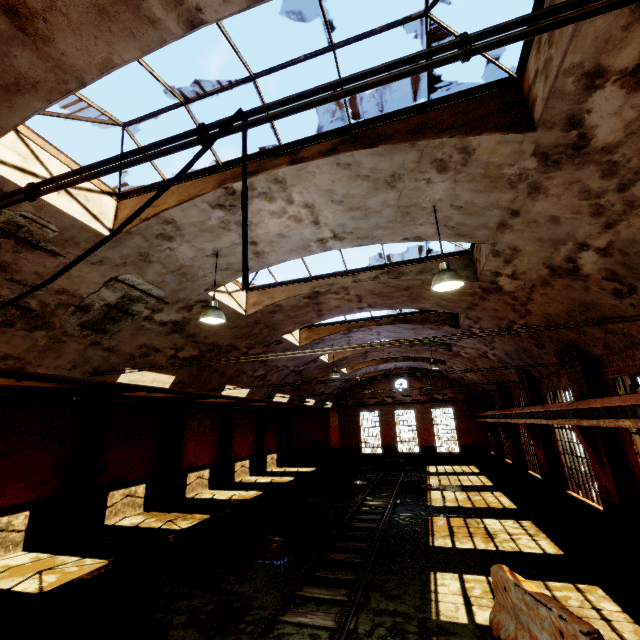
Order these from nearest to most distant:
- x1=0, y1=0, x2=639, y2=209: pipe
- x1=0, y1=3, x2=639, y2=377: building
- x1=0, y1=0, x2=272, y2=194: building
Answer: x1=0, y1=0, x2=639, y2=209: pipe
x1=0, y1=0, x2=272, y2=194: building
x1=0, y1=3, x2=639, y2=377: building

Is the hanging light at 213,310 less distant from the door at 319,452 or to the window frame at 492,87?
the window frame at 492,87

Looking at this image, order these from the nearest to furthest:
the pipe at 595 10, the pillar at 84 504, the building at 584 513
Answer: the pipe at 595 10 < the building at 584 513 < the pillar at 84 504

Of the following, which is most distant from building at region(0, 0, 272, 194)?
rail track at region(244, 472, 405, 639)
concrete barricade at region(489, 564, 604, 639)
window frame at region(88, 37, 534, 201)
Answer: rail track at region(244, 472, 405, 639)

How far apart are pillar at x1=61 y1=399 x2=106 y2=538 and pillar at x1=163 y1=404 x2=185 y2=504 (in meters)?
4.22

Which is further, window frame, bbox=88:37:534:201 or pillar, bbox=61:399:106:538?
pillar, bbox=61:399:106:538

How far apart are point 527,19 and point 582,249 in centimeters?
617cm

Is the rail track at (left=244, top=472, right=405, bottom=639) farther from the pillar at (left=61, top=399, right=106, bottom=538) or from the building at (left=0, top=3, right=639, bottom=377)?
the pillar at (left=61, top=399, right=106, bottom=538)
